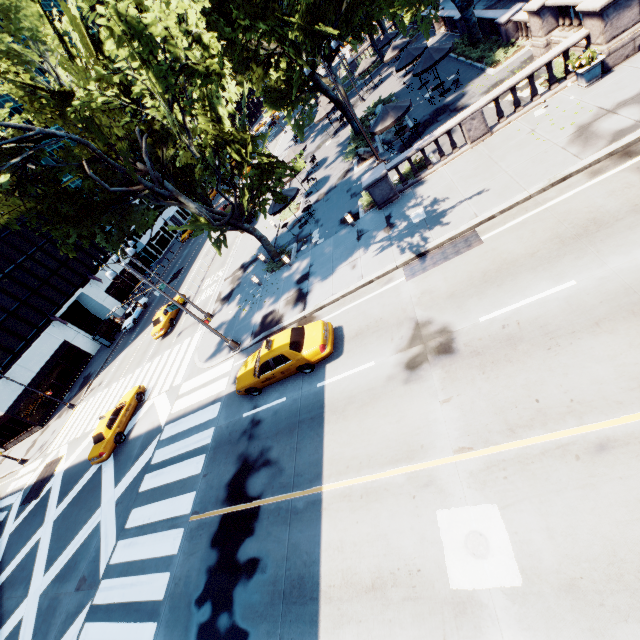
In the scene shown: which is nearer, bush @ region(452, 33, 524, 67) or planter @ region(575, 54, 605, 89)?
planter @ region(575, 54, 605, 89)

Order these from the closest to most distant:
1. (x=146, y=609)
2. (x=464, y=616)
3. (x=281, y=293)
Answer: (x=464, y=616) → (x=146, y=609) → (x=281, y=293)

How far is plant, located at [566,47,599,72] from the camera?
12.31m

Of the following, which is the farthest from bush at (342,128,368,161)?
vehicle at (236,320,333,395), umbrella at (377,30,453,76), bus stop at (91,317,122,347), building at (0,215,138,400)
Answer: Answer: building at (0,215,138,400)

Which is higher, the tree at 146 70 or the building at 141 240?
the tree at 146 70

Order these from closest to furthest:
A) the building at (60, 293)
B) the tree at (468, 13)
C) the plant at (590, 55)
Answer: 1. the plant at (590, 55)
2. the tree at (468, 13)
3. the building at (60, 293)

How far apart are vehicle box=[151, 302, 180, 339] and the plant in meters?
30.1

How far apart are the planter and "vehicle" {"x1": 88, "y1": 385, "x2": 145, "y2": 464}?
28.6m
